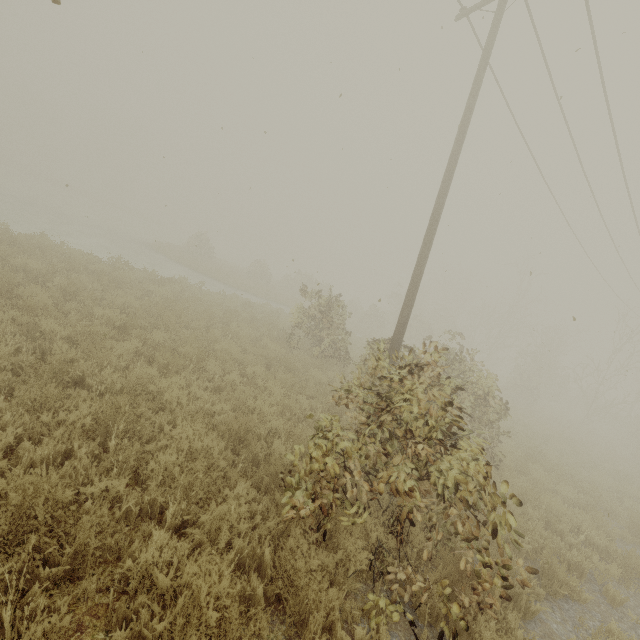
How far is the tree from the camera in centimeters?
659cm

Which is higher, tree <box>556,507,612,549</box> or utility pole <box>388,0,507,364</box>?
utility pole <box>388,0,507,364</box>

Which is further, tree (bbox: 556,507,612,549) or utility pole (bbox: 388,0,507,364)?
utility pole (bbox: 388,0,507,364)

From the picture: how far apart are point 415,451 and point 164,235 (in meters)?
51.48

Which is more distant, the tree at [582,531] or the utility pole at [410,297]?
the utility pole at [410,297]

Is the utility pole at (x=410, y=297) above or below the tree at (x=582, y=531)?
above
